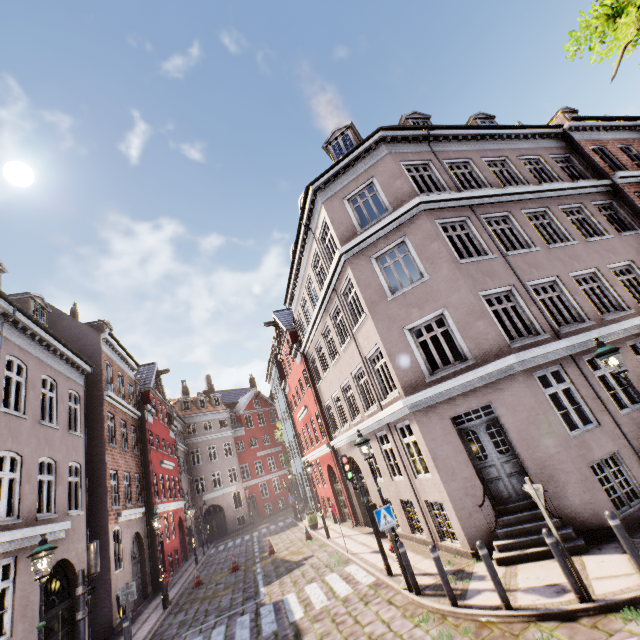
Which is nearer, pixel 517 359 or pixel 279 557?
pixel 517 359

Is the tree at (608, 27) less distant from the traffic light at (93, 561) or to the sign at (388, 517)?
the sign at (388, 517)

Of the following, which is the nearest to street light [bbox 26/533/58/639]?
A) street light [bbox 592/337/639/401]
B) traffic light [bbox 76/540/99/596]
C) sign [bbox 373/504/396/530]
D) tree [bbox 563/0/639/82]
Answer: traffic light [bbox 76/540/99/596]

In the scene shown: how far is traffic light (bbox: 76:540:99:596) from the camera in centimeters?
799cm

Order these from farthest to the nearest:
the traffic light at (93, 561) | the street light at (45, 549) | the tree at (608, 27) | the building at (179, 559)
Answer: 1. the building at (179, 559)
2. the traffic light at (93, 561)
3. the street light at (45, 549)
4. the tree at (608, 27)

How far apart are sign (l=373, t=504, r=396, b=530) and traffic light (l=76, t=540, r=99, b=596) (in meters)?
7.28

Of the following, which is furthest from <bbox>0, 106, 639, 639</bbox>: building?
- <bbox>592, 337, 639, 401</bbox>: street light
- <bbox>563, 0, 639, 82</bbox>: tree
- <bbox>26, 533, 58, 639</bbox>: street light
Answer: <bbox>563, 0, 639, 82</bbox>: tree

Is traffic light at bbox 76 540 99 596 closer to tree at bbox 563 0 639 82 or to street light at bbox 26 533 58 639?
street light at bbox 26 533 58 639
